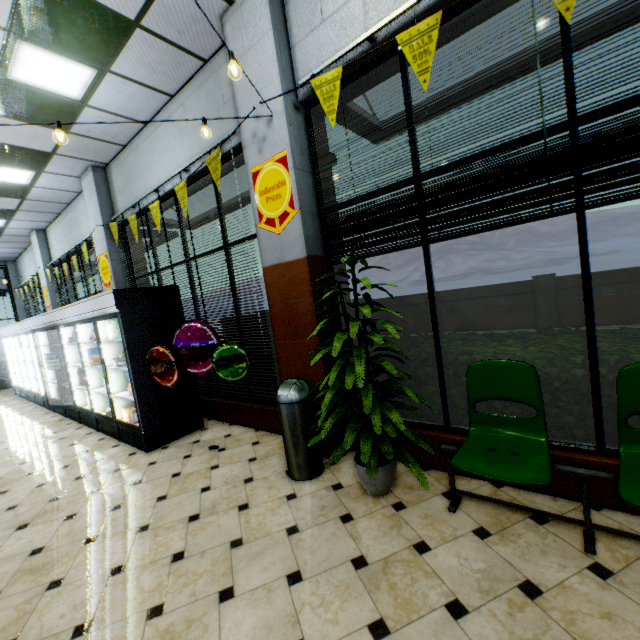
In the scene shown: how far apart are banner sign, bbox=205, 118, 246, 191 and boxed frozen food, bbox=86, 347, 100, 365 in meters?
2.9

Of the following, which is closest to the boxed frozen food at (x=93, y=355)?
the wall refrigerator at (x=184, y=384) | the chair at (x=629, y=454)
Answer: the wall refrigerator at (x=184, y=384)

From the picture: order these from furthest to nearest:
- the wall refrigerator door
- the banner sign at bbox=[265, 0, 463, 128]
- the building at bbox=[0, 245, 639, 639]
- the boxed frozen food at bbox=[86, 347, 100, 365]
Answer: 1. the boxed frozen food at bbox=[86, 347, 100, 365]
2. the wall refrigerator door
3. the banner sign at bbox=[265, 0, 463, 128]
4. the building at bbox=[0, 245, 639, 639]

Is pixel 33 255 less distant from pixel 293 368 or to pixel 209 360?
pixel 209 360

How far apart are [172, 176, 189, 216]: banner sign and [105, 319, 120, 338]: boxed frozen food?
1.9 meters

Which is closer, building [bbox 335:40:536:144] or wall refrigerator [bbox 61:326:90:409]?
building [bbox 335:40:536:144]

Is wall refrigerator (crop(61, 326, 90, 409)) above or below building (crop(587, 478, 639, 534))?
above

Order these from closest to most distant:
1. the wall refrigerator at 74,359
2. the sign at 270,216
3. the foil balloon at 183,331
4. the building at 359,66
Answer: the building at 359,66 < the sign at 270,216 < the foil balloon at 183,331 < the wall refrigerator at 74,359
